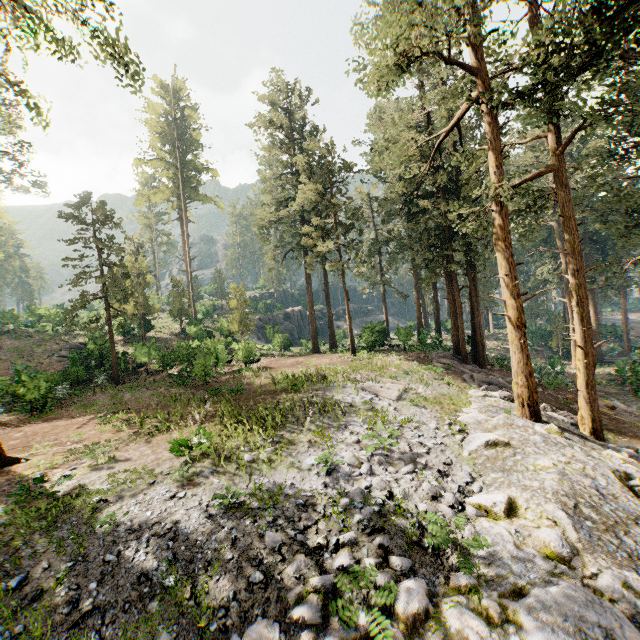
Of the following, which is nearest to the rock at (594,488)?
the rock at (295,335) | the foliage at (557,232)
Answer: the foliage at (557,232)

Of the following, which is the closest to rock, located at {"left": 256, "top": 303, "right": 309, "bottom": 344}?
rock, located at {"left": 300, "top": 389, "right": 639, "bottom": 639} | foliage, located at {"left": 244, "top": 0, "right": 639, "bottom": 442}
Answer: foliage, located at {"left": 244, "top": 0, "right": 639, "bottom": 442}

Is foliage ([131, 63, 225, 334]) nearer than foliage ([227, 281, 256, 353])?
No

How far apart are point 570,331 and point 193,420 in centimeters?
3992cm

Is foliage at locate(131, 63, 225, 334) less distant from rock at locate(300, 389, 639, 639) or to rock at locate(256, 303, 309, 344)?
rock at locate(300, 389, 639, 639)

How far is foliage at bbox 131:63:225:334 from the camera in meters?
41.7 m

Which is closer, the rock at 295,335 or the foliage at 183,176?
the rock at 295,335
